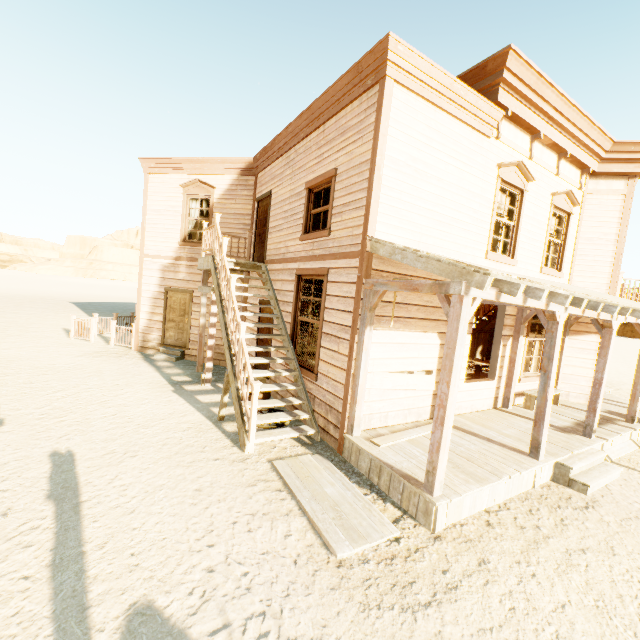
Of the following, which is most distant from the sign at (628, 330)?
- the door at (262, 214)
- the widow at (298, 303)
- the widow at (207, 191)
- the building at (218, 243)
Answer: the widow at (207, 191)

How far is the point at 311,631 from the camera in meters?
2.8

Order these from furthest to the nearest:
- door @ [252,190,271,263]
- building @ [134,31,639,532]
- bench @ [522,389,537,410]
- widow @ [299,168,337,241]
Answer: door @ [252,190,271,263] → bench @ [522,389,537,410] → widow @ [299,168,337,241] → building @ [134,31,639,532]

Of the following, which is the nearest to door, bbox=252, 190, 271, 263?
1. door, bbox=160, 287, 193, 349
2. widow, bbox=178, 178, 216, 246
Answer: widow, bbox=178, 178, 216, 246

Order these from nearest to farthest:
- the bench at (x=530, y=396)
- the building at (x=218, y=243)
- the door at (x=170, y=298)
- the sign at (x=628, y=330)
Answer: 1. the building at (x=218, y=243)
2. the bench at (x=530, y=396)
3. the sign at (x=628, y=330)
4. the door at (x=170, y=298)

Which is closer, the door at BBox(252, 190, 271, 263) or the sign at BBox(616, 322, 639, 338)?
the door at BBox(252, 190, 271, 263)

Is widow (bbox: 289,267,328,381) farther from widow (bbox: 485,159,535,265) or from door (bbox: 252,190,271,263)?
widow (bbox: 485,159,535,265)

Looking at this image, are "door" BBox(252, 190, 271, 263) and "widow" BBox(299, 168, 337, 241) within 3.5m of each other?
yes
